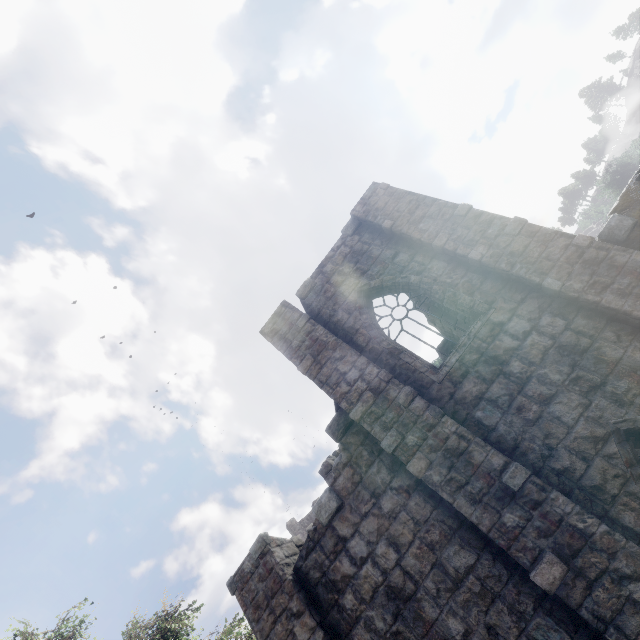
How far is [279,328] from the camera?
9.6 meters
